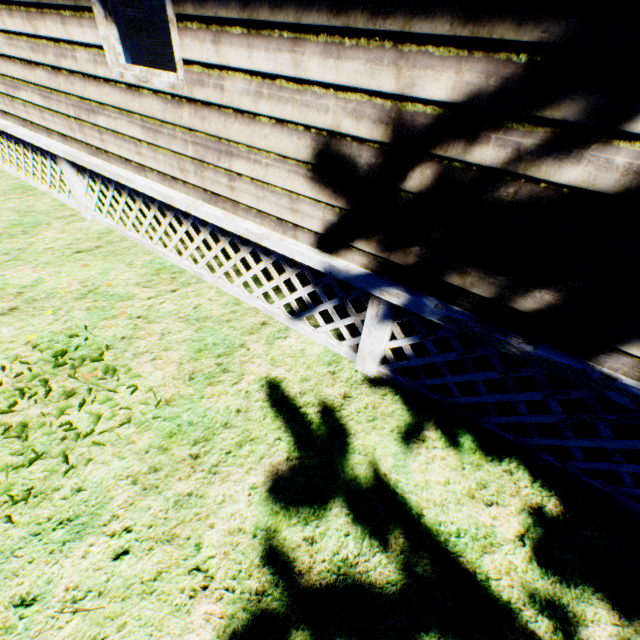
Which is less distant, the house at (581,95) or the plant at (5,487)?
the house at (581,95)

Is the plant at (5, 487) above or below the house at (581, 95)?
below

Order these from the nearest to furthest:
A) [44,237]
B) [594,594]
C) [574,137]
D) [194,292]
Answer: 1. [574,137]
2. [594,594]
3. [194,292]
4. [44,237]

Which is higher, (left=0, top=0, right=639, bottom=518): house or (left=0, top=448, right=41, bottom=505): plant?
(left=0, top=0, right=639, bottom=518): house

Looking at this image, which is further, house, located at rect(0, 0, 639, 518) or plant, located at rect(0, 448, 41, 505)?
plant, located at rect(0, 448, 41, 505)
